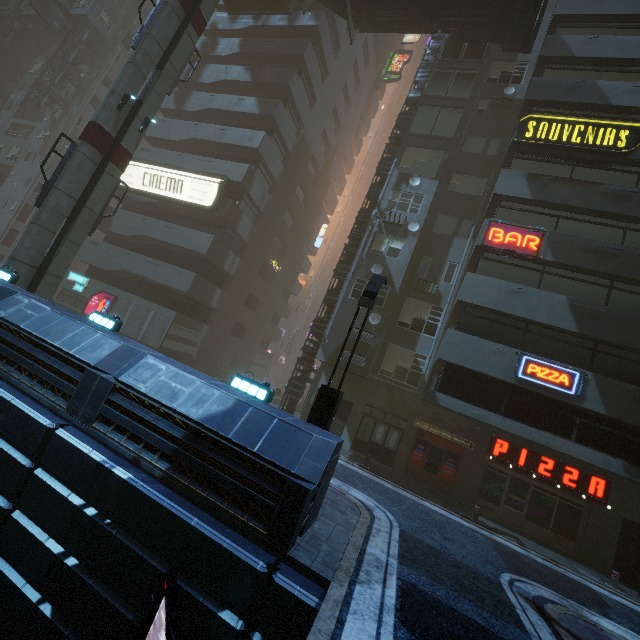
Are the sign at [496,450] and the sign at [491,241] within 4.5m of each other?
no

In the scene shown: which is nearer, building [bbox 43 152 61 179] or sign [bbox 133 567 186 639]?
sign [bbox 133 567 186 639]

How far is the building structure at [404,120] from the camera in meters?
19.4

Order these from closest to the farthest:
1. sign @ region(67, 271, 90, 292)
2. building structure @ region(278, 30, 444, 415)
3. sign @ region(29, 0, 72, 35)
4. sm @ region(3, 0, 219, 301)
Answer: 1. sm @ region(3, 0, 219, 301)
2. building structure @ region(278, 30, 444, 415)
3. sign @ region(67, 271, 90, 292)
4. sign @ region(29, 0, 72, 35)

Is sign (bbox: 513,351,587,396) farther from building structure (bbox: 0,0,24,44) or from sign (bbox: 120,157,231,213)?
building structure (bbox: 0,0,24,44)

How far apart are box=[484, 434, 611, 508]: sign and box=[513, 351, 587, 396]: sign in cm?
370

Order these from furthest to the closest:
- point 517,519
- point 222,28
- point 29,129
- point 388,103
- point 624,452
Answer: point 388,103
point 29,129
point 222,28
point 517,519
point 624,452

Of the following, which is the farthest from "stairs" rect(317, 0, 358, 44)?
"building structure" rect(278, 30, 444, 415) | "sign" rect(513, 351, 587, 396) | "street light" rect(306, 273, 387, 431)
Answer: "sign" rect(513, 351, 587, 396)
